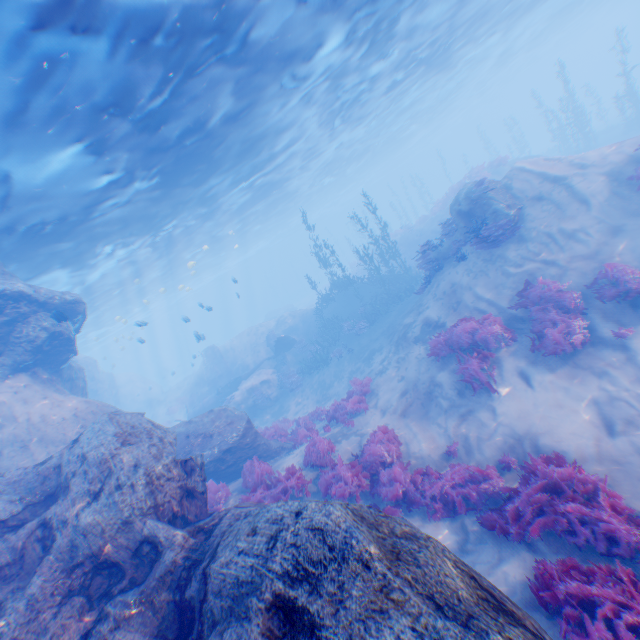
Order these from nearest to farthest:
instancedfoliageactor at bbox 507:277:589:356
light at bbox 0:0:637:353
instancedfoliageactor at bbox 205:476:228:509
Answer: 1. light at bbox 0:0:637:353
2. instancedfoliageactor at bbox 507:277:589:356
3. instancedfoliageactor at bbox 205:476:228:509

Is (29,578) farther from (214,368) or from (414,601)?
(214,368)

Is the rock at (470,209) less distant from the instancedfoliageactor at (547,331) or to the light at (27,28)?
the light at (27,28)

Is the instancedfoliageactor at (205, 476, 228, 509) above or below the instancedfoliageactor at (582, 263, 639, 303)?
above

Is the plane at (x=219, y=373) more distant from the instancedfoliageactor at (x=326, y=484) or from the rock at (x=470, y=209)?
the instancedfoliageactor at (x=326, y=484)

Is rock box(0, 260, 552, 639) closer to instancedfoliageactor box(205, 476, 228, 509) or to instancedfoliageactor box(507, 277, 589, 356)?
instancedfoliageactor box(205, 476, 228, 509)

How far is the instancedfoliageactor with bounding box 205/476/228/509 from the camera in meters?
9.4 m

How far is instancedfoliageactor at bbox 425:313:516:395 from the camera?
9.4 meters
